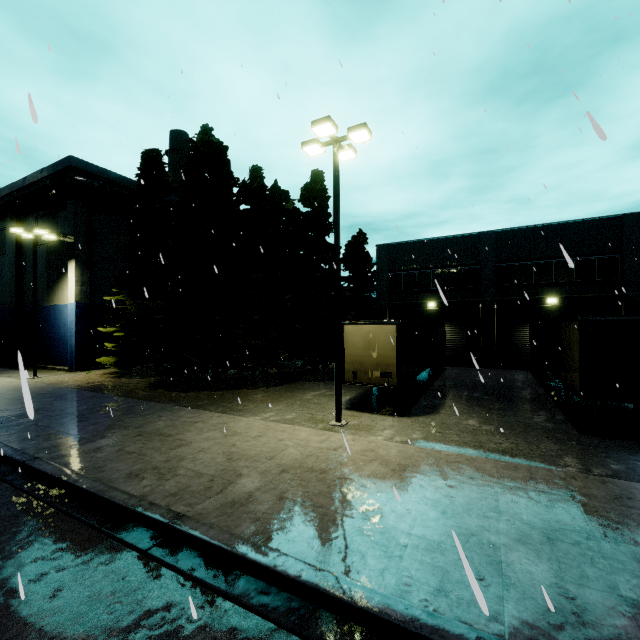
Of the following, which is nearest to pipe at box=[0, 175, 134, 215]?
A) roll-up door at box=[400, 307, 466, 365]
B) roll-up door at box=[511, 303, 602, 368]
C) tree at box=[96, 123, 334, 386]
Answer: tree at box=[96, 123, 334, 386]

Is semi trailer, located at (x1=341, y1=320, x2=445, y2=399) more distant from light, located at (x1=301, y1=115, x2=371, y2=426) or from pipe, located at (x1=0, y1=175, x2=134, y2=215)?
pipe, located at (x1=0, y1=175, x2=134, y2=215)

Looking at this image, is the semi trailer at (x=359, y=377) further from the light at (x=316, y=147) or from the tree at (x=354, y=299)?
the tree at (x=354, y=299)

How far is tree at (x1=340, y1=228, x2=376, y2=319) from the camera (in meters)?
28.75

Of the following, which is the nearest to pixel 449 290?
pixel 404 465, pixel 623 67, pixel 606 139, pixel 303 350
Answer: pixel 303 350

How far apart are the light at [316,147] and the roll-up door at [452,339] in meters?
16.2

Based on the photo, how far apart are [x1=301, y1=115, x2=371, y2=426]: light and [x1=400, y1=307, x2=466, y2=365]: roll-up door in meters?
16.2

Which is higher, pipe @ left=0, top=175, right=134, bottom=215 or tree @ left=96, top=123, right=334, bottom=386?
pipe @ left=0, top=175, right=134, bottom=215
